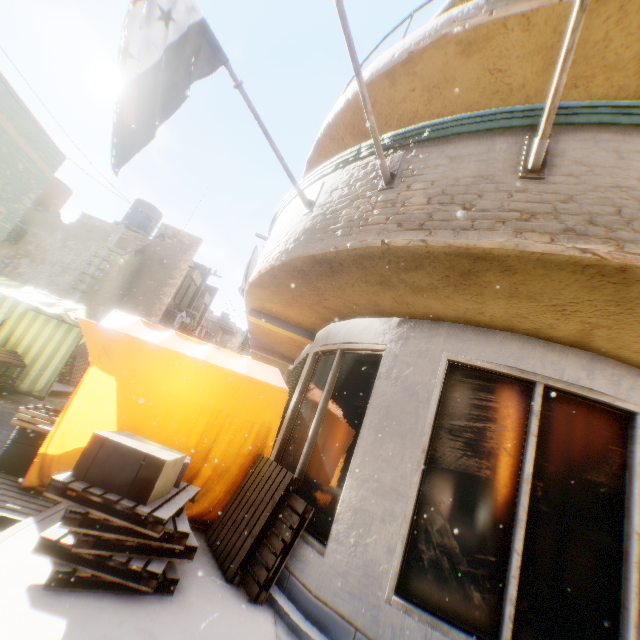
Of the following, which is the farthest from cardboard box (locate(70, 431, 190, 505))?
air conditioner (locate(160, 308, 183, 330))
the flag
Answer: air conditioner (locate(160, 308, 183, 330))

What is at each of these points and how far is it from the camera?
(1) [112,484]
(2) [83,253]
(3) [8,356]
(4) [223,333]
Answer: (1) cardboard box, 2.8 meters
(2) building, 13.6 meters
(3) table, 8.1 meters
(4) building, 41.5 meters

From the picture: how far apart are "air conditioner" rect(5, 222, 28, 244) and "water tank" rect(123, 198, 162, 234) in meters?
4.6 m

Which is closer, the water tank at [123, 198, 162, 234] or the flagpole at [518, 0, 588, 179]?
the flagpole at [518, 0, 588, 179]

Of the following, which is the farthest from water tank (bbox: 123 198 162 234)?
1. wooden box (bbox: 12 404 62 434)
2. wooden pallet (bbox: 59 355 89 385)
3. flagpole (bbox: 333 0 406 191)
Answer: flagpole (bbox: 333 0 406 191)

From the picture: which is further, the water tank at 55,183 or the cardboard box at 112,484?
the water tank at 55,183

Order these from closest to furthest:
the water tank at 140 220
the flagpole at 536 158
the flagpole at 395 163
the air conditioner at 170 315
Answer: the flagpole at 536 158, the flagpole at 395 163, the air conditioner at 170 315, the water tank at 140 220

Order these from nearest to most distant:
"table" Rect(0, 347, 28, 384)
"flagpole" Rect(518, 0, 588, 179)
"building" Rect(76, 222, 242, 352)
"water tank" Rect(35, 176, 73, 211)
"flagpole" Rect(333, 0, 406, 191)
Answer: "flagpole" Rect(518, 0, 588, 179) → "flagpole" Rect(333, 0, 406, 191) → "table" Rect(0, 347, 28, 384) → "building" Rect(76, 222, 242, 352) → "water tank" Rect(35, 176, 73, 211)
